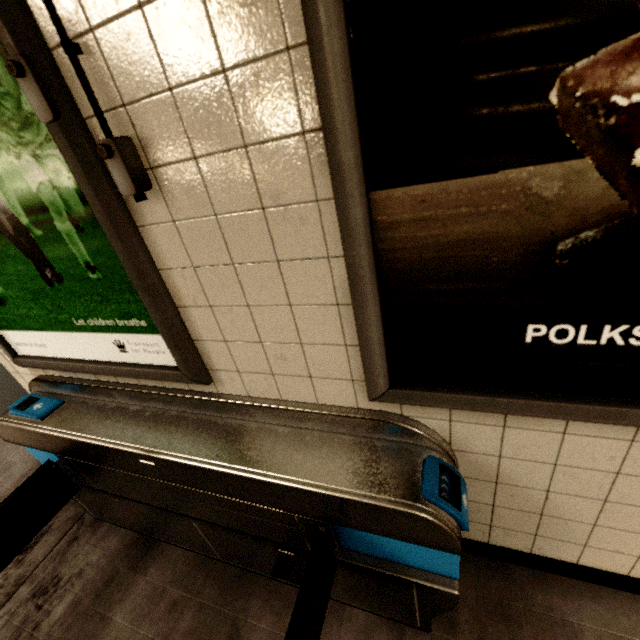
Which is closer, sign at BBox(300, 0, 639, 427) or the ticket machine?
sign at BBox(300, 0, 639, 427)

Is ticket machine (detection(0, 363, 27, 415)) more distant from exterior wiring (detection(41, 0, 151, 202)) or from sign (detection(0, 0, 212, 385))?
exterior wiring (detection(41, 0, 151, 202))

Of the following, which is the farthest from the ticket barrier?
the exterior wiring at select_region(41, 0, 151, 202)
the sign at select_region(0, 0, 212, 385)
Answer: the exterior wiring at select_region(41, 0, 151, 202)

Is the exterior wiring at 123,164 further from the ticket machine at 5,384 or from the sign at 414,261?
the ticket machine at 5,384

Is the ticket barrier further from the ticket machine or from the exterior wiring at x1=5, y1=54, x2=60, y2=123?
the exterior wiring at x1=5, y1=54, x2=60, y2=123

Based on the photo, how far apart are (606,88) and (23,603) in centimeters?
319cm

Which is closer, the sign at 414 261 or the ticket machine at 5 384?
the sign at 414 261

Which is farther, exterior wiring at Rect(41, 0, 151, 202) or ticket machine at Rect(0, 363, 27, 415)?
ticket machine at Rect(0, 363, 27, 415)
